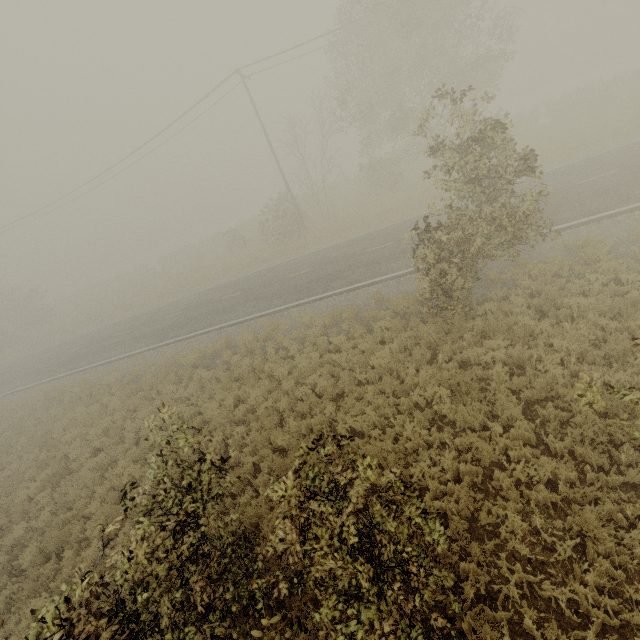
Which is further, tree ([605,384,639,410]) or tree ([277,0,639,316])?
tree ([277,0,639,316])

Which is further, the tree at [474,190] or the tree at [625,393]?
the tree at [474,190]

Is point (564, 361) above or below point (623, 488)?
above

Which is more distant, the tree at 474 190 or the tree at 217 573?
the tree at 474 190

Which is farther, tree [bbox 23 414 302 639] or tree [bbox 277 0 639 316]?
tree [bbox 277 0 639 316]
